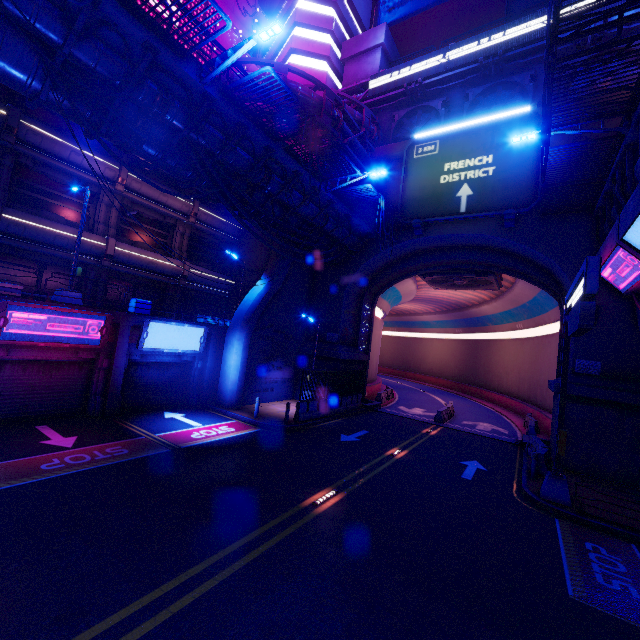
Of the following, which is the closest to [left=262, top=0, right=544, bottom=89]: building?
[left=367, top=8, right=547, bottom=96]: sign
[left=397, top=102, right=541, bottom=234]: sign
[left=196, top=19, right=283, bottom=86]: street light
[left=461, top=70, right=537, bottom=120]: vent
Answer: [left=367, top=8, right=547, bottom=96]: sign

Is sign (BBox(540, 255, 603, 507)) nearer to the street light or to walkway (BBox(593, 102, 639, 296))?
walkway (BBox(593, 102, 639, 296))

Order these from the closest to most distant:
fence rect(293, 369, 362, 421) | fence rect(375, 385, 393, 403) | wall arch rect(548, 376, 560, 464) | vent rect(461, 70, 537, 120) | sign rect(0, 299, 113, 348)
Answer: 1. sign rect(0, 299, 113, 348)
2. wall arch rect(548, 376, 560, 464)
3. fence rect(293, 369, 362, 421)
4. vent rect(461, 70, 537, 120)
5. fence rect(375, 385, 393, 403)

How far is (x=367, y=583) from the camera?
6.37m

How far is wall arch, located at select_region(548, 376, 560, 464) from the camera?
15.3 meters

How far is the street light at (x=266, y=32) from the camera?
8.6m

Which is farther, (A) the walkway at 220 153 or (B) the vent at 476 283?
(B) the vent at 476 283

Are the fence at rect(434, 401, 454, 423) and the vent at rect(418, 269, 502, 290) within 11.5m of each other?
yes
